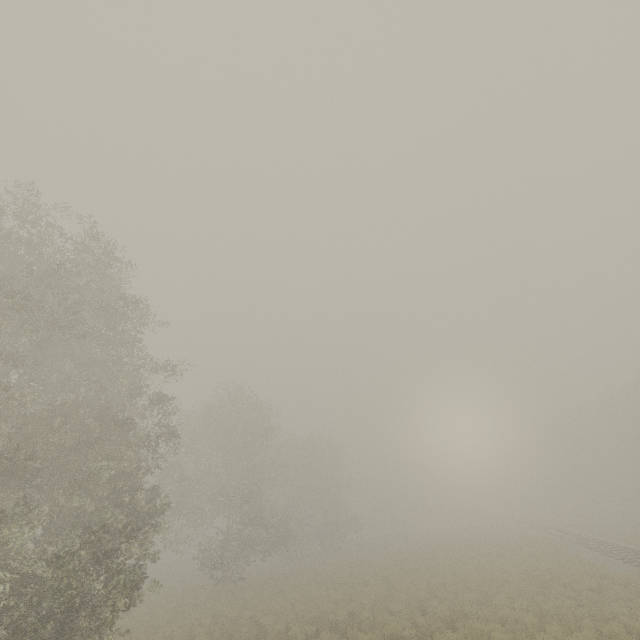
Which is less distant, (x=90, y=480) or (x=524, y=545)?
(x=90, y=480)
